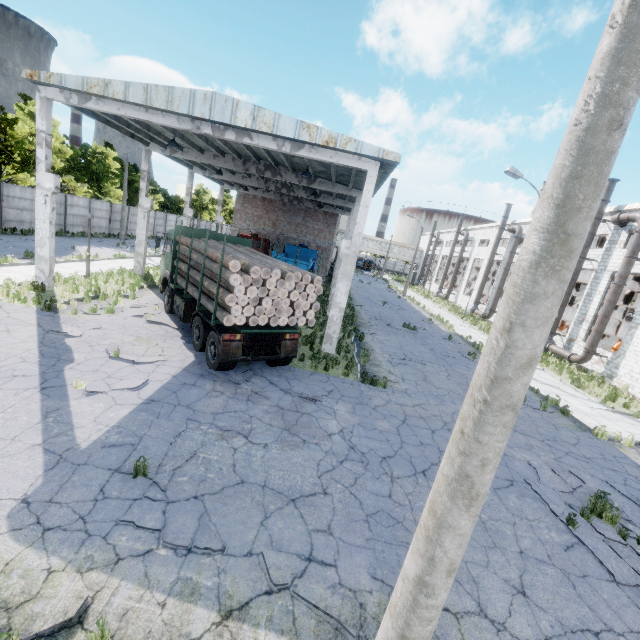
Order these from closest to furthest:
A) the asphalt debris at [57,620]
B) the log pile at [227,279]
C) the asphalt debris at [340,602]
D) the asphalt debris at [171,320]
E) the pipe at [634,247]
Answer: the asphalt debris at [57,620]
the asphalt debris at [340,602]
the log pile at [227,279]
the asphalt debris at [171,320]
the pipe at [634,247]

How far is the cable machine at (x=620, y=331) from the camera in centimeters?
3569cm

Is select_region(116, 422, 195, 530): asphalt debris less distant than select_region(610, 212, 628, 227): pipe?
Yes

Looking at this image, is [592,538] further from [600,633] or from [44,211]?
[44,211]

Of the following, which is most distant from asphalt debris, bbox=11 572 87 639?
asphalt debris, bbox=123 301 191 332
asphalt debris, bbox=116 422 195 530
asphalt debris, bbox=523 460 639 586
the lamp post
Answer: asphalt debris, bbox=123 301 191 332

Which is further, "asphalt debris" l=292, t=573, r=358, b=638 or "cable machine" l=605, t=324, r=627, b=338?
"cable machine" l=605, t=324, r=627, b=338

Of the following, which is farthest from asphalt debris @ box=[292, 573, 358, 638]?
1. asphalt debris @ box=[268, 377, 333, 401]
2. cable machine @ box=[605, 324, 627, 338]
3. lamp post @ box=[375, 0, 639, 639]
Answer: cable machine @ box=[605, 324, 627, 338]

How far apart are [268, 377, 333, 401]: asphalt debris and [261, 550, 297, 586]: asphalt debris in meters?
4.8
